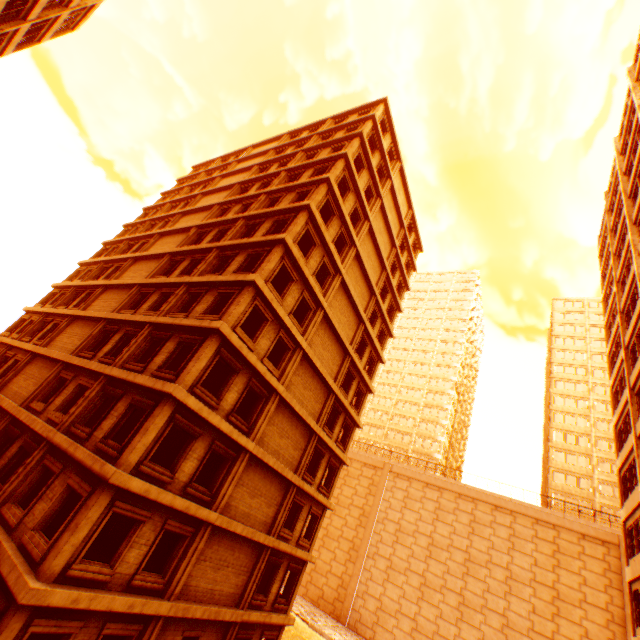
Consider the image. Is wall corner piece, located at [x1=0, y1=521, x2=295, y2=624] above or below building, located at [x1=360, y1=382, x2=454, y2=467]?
below

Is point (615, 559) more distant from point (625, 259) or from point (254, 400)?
point (254, 400)

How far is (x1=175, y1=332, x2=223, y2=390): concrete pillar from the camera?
12.40m

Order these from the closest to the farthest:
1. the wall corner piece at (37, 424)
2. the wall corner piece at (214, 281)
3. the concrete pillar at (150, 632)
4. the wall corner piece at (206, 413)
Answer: the wall corner piece at (37, 424), the concrete pillar at (150, 632), the wall corner piece at (206, 413), the wall corner piece at (214, 281)

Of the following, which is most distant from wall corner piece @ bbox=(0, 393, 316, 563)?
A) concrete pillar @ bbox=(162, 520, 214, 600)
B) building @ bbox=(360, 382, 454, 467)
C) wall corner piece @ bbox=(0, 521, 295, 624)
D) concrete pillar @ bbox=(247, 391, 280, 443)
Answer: building @ bbox=(360, 382, 454, 467)

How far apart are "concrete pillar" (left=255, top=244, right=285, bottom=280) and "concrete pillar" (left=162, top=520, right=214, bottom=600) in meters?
10.5

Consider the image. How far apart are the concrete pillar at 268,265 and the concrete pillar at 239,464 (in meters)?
7.75

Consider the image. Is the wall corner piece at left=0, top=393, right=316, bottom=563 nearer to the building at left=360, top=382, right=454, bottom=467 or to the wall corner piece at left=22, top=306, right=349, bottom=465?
the wall corner piece at left=22, top=306, right=349, bottom=465
